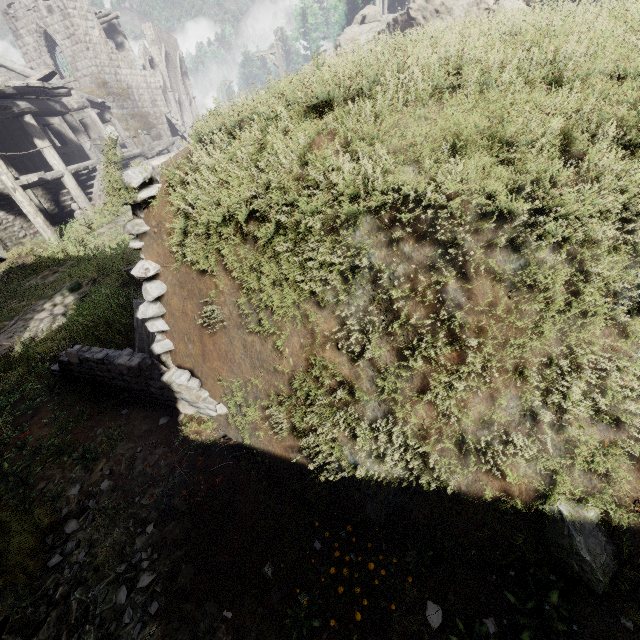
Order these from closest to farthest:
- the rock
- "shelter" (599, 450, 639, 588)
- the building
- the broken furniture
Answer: "shelter" (599, 450, 639, 588), the broken furniture, the building, the rock

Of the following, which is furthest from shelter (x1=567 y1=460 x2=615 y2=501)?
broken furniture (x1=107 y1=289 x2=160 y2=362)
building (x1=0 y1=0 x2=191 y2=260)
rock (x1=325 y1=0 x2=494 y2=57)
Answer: rock (x1=325 y1=0 x2=494 y2=57)

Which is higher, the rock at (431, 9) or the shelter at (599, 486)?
the rock at (431, 9)

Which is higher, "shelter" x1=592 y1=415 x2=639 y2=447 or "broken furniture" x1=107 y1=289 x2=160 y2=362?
"shelter" x1=592 y1=415 x2=639 y2=447

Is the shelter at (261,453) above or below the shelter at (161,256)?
below

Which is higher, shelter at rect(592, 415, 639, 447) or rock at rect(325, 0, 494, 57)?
rock at rect(325, 0, 494, 57)

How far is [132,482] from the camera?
3.9m
